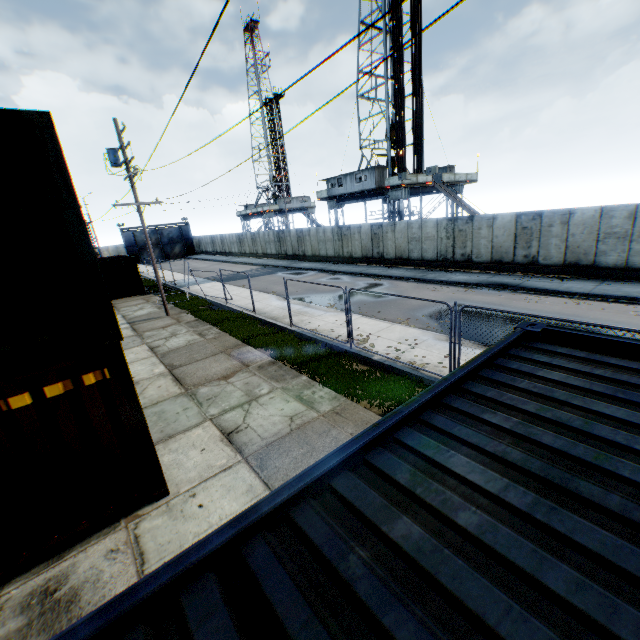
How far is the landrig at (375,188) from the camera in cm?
2953

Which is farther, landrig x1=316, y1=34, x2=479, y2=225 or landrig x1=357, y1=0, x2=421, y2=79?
landrig x1=316, y1=34, x2=479, y2=225

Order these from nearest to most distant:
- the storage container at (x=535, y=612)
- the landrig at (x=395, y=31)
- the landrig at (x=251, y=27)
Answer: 1. the storage container at (x=535, y=612)
2. the landrig at (x=395, y=31)
3. the landrig at (x=251, y=27)

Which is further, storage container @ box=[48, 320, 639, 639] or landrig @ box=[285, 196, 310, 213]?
landrig @ box=[285, 196, 310, 213]

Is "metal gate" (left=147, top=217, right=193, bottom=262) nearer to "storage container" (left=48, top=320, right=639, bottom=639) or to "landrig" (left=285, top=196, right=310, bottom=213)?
"landrig" (left=285, top=196, right=310, bottom=213)

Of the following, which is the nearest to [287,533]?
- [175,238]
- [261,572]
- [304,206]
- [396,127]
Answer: [261,572]

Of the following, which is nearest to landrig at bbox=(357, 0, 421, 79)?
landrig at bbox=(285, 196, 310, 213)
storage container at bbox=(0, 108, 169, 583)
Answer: landrig at bbox=(285, 196, 310, 213)

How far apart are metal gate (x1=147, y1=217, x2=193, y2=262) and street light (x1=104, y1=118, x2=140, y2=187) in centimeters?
4253cm
